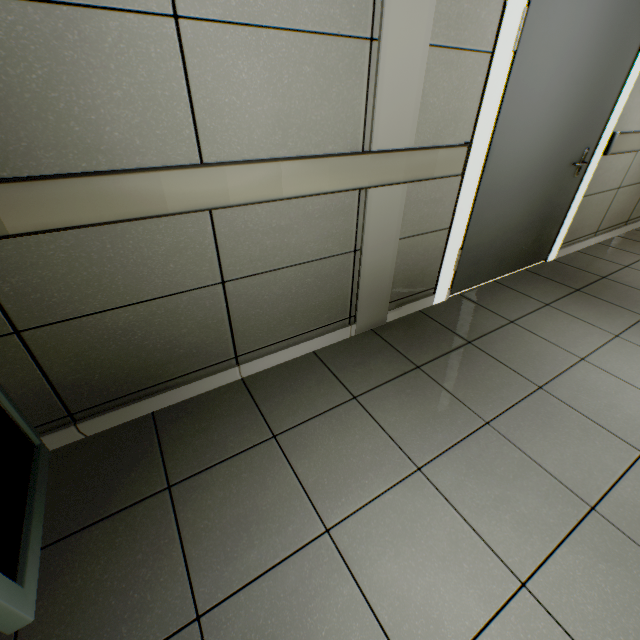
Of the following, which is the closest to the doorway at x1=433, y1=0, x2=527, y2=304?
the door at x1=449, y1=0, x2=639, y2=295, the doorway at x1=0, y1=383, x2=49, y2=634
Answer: the door at x1=449, y1=0, x2=639, y2=295

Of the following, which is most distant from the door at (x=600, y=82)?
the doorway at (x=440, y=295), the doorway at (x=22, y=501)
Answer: the doorway at (x=22, y=501)

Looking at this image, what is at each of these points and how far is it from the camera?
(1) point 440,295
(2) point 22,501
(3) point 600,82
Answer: (1) doorway, 2.66m
(2) doorway, 1.24m
(3) door, 2.37m

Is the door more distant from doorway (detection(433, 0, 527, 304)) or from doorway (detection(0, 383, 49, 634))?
doorway (detection(0, 383, 49, 634))

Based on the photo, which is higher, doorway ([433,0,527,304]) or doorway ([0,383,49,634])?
doorway ([433,0,527,304])

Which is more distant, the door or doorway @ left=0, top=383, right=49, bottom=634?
the door
